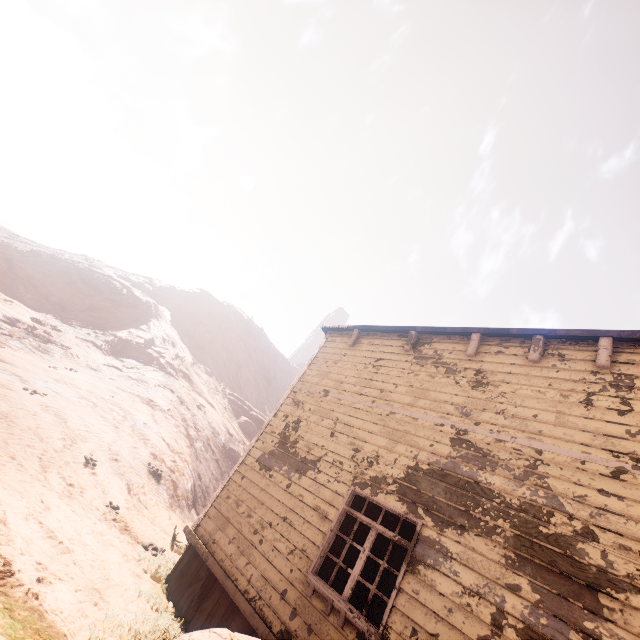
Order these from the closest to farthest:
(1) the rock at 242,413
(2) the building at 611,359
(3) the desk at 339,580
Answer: (2) the building at 611,359, (3) the desk at 339,580, (1) the rock at 242,413

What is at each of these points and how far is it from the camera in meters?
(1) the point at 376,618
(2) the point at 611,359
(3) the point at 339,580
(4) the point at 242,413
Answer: (1) curtain, 4.4 m
(2) building, 5.0 m
(3) desk, 6.9 m
(4) rock, 33.2 m

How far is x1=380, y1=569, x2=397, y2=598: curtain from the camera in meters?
4.5

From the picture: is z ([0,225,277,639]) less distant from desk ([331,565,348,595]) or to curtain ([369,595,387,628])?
curtain ([369,595,387,628])

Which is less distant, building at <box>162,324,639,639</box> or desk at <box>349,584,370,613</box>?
building at <box>162,324,639,639</box>

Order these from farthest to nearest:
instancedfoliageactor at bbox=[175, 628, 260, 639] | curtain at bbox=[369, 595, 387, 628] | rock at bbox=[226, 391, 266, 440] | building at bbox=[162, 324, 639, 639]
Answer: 1. rock at bbox=[226, 391, 266, 440]
2. curtain at bbox=[369, 595, 387, 628]
3. building at bbox=[162, 324, 639, 639]
4. instancedfoliageactor at bbox=[175, 628, 260, 639]

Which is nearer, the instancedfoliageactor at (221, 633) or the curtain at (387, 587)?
the instancedfoliageactor at (221, 633)

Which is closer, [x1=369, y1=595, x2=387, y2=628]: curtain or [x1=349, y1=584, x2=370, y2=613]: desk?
[x1=369, y1=595, x2=387, y2=628]: curtain
